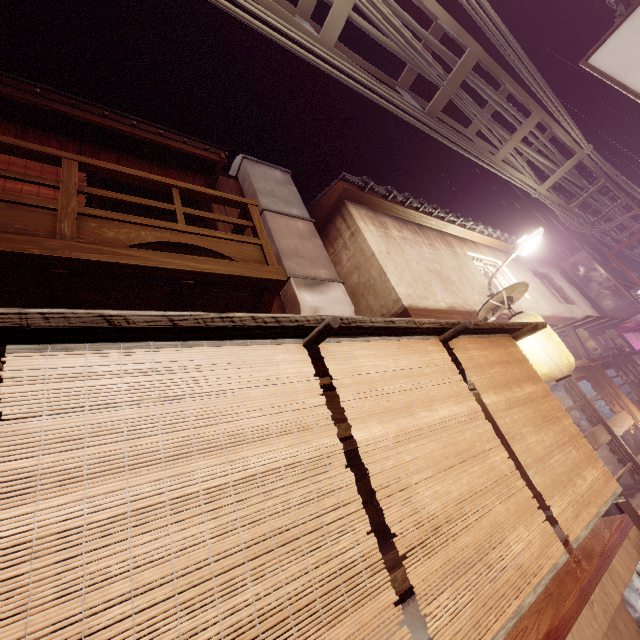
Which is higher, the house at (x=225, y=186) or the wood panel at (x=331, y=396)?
the house at (x=225, y=186)

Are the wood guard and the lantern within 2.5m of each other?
yes

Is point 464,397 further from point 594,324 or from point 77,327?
point 594,324

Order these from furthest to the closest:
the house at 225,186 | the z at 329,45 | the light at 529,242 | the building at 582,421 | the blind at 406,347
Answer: the building at 582,421
the light at 529,242
the house at 225,186
the z at 329,45
the blind at 406,347

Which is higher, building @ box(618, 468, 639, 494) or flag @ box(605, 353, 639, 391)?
flag @ box(605, 353, 639, 391)

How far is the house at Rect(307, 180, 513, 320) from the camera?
10.65m

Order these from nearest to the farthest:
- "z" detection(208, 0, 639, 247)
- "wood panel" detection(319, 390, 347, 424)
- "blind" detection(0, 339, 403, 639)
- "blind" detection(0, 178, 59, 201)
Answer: "blind" detection(0, 339, 403, 639)
"wood panel" detection(319, 390, 347, 424)
"blind" detection(0, 178, 59, 201)
"z" detection(208, 0, 639, 247)

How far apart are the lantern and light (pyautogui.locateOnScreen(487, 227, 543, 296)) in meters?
4.0
